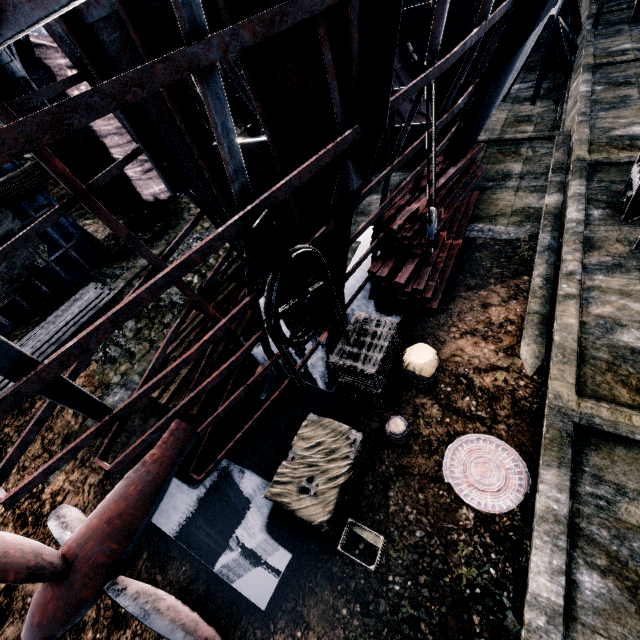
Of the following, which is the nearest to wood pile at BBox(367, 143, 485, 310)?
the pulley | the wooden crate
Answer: the pulley

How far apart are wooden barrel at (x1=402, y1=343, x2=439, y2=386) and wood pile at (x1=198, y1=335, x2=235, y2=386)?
6.2 meters

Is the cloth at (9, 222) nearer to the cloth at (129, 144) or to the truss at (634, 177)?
the cloth at (129, 144)

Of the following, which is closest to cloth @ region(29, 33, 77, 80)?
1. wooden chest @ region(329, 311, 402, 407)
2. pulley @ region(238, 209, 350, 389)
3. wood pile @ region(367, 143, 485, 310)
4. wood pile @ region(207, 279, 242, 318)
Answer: wood pile @ region(207, 279, 242, 318)

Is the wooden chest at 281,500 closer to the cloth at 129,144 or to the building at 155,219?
the building at 155,219

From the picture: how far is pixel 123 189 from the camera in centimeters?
1697cm

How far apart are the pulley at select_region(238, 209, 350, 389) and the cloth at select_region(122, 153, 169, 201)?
16.16m

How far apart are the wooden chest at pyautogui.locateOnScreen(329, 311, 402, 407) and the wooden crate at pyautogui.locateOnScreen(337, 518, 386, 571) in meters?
2.9
